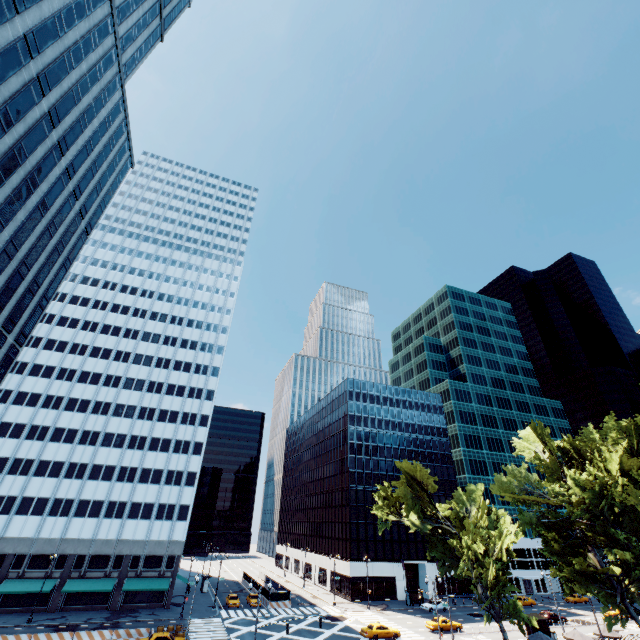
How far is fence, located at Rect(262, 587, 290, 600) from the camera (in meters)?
55.53

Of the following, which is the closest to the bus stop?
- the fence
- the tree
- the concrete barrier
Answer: the tree

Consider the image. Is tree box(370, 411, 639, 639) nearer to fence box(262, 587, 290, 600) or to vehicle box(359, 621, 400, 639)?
vehicle box(359, 621, 400, 639)

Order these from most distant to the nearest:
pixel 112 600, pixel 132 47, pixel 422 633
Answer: pixel 112 600, pixel 422 633, pixel 132 47

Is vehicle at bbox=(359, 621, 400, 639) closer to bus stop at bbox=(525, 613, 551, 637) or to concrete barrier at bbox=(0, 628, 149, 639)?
bus stop at bbox=(525, 613, 551, 637)

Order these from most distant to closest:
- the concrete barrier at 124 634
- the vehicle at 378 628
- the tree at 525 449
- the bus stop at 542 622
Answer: the bus stop at 542 622 < the vehicle at 378 628 < the concrete barrier at 124 634 < the tree at 525 449

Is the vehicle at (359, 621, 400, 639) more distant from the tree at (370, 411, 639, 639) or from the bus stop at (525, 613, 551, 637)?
the bus stop at (525, 613, 551, 637)

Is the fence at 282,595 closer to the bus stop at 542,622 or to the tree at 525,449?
the bus stop at 542,622
